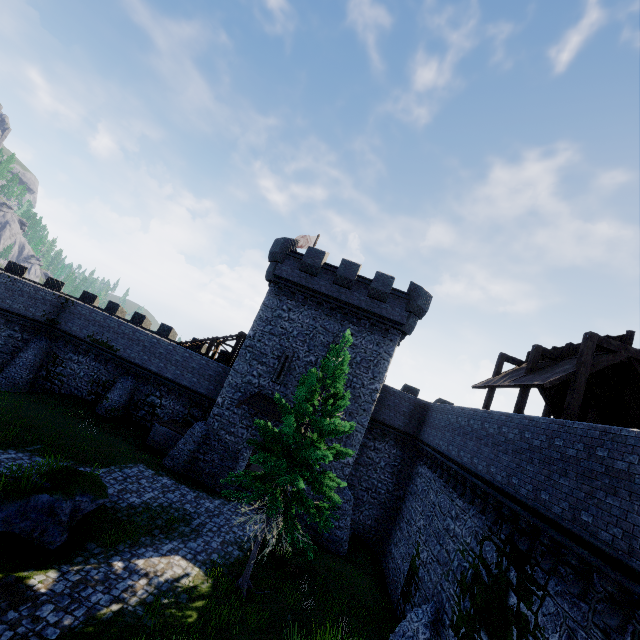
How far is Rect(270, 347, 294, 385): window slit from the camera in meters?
21.5 m

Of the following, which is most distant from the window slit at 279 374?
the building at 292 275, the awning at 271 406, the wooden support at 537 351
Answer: the wooden support at 537 351

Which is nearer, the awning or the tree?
the tree

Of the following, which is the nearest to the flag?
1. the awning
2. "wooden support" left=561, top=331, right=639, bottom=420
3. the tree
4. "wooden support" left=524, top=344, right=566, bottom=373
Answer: the awning

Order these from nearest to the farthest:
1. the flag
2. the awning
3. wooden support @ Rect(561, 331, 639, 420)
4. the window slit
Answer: wooden support @ Rect(561, 331, 639, 420), the awning, the window slit, the flag

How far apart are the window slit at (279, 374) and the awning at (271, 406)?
0.7 meters

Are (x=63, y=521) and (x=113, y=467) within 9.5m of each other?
yes

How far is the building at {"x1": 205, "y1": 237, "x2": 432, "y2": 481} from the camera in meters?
A: 21.0 m
